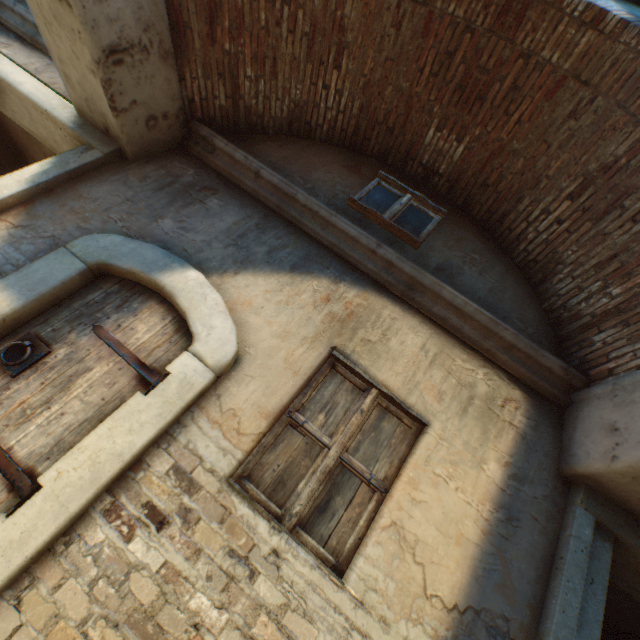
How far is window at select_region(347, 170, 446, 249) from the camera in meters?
3.7

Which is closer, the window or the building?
the building

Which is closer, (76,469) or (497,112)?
(76,469)

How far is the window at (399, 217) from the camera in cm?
369

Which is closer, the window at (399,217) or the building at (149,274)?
the building at (149,274)
